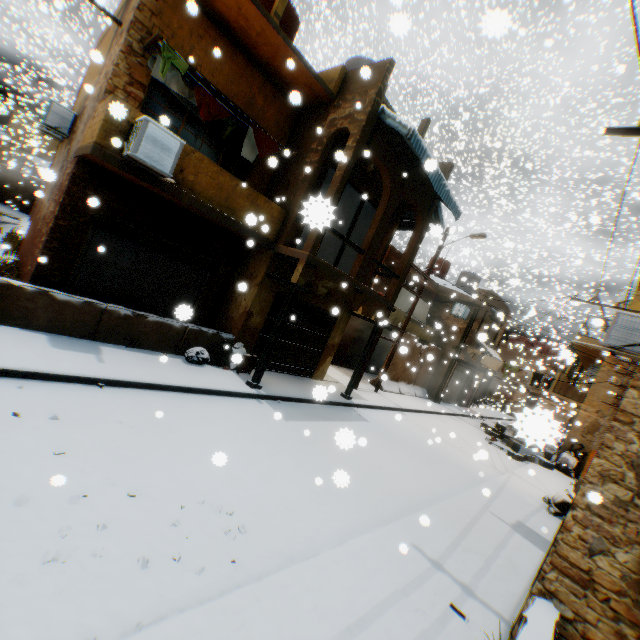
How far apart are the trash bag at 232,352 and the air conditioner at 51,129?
7.5 meters

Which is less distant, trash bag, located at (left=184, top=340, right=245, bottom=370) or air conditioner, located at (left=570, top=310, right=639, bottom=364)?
air conditioner, located at (left=570, top=310, right=639, bottom=364)

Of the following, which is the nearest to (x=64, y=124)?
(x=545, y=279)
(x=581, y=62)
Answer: (x=545, y=279)

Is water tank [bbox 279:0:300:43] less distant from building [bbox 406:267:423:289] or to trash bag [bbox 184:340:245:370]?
building [bbox 406:267:423:289]

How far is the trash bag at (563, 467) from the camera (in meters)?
15.64

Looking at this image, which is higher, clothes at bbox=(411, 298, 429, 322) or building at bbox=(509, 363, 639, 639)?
clothes at bbox=(411, 298, 429, 322)

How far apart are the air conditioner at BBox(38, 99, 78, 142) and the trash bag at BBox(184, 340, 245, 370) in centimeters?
746cm

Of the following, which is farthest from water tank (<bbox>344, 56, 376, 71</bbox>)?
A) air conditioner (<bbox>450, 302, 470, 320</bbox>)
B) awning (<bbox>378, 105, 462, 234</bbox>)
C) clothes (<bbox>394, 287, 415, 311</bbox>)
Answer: air conditioner (<bbox>450, 302, 470, 320</bbox>)
